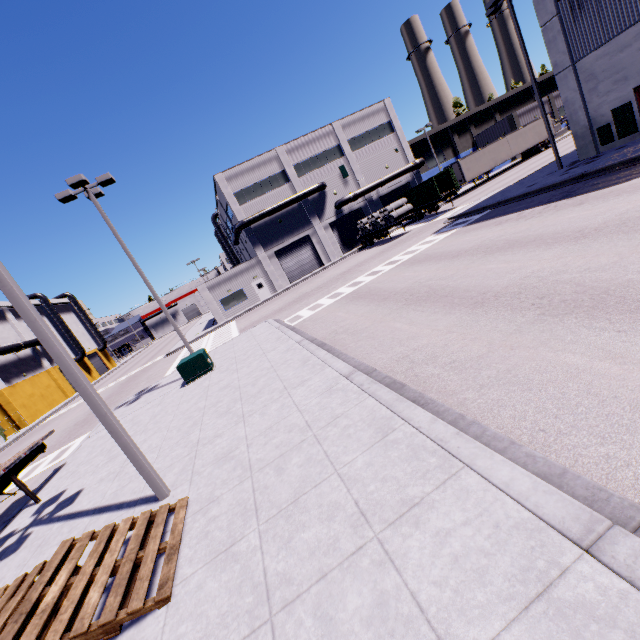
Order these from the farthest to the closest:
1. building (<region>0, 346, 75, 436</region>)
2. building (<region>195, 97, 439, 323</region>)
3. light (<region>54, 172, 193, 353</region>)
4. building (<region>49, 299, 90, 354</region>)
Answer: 1. building (<region>49, 299, 90, 354</region>)
2. building (<region>195, 97, 439, 323</region>)
3. building (<region>0, 346, 75, 436</region>)
4. light (<region>54, 172, 193, 353</region>)

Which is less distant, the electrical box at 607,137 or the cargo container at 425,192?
the electrical box at 607,137

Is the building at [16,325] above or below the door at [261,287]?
above

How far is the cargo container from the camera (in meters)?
30.95

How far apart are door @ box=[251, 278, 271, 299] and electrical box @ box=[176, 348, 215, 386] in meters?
23.4 m

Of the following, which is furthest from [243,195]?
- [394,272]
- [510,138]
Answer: [510,138]

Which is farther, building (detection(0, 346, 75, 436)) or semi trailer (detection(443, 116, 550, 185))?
semi trailer (detection(443, 116, 550, 185))

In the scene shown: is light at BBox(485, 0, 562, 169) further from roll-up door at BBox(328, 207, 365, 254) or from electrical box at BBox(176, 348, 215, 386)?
electrical box at BBox(176, 348, 215, 386)
